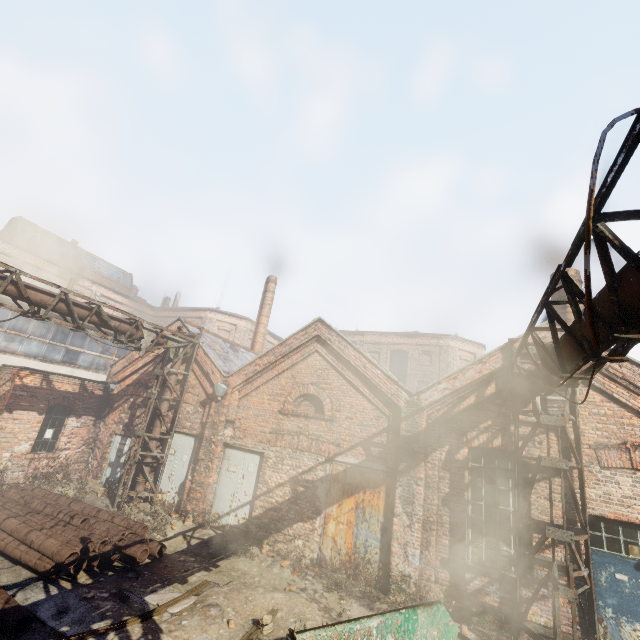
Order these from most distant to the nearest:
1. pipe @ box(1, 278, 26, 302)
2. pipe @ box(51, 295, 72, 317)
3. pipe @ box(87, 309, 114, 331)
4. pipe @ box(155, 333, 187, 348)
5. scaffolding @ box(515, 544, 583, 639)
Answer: pipe @ box(155, 333, 187, 348) < pipe @ box(87, 309, 114, 331) < pipe @ box(51, 295, 72, 317) < pipe @ box(1, 278, 26, 302) < scaffolding @ box(515, 544, 583, 639)

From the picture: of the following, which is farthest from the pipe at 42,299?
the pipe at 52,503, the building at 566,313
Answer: the building at 566,313

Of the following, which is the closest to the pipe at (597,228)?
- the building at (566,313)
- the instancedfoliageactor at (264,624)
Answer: the building at (566,313)

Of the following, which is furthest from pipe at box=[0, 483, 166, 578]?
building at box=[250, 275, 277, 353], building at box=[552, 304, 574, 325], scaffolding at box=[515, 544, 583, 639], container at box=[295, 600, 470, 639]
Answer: building at box=[552, 304, 574, 325]

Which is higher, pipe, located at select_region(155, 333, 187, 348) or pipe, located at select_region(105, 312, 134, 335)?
→ pipe, located at select_region(155, 333, 187, 348)

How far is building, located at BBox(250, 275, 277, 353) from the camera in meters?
20.6

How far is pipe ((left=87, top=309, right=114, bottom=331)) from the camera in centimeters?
992cm

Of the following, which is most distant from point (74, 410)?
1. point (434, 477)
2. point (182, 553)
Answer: Answer: point (434, 477)
